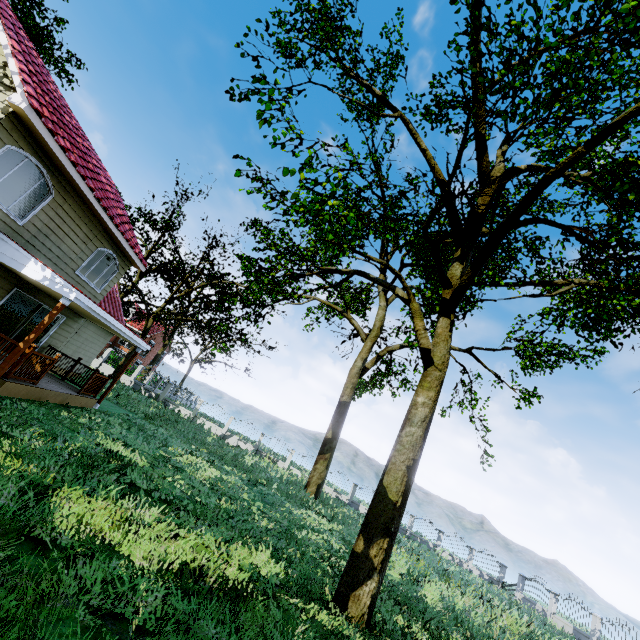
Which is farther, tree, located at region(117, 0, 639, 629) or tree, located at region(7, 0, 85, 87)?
tree, located at region(7, 0, 85, 87)

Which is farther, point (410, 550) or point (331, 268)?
point (410, 550)

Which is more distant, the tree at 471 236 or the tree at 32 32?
the tree at 32 32
